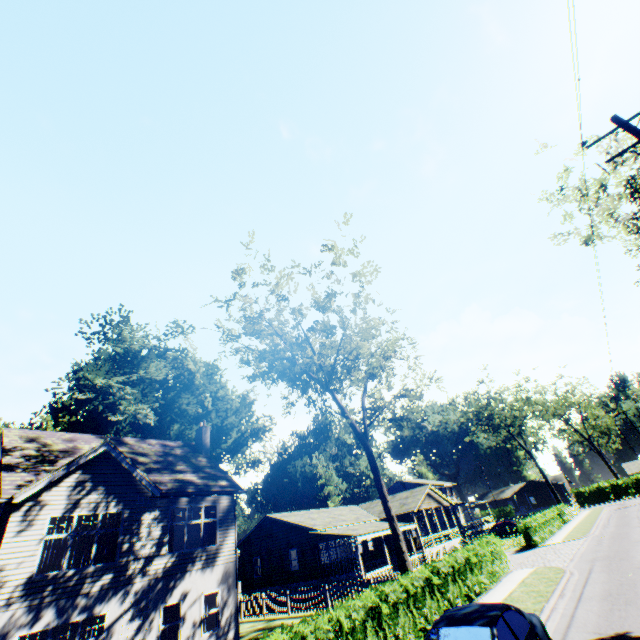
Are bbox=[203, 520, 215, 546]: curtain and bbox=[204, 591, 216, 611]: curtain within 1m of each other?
no

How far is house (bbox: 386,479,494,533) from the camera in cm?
4712

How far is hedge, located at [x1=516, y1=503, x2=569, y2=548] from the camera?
26.4 meters

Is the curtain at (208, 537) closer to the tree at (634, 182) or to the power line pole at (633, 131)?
the tree at (634, 182)

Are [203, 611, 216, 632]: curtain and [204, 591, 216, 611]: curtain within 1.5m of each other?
yes

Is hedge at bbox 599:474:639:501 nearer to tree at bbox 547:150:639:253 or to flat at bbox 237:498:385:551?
flat at bbox 237:498:385:551

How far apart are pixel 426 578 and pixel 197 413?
48.1m

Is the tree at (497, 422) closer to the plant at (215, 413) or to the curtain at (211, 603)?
the plant at (215, 413)
